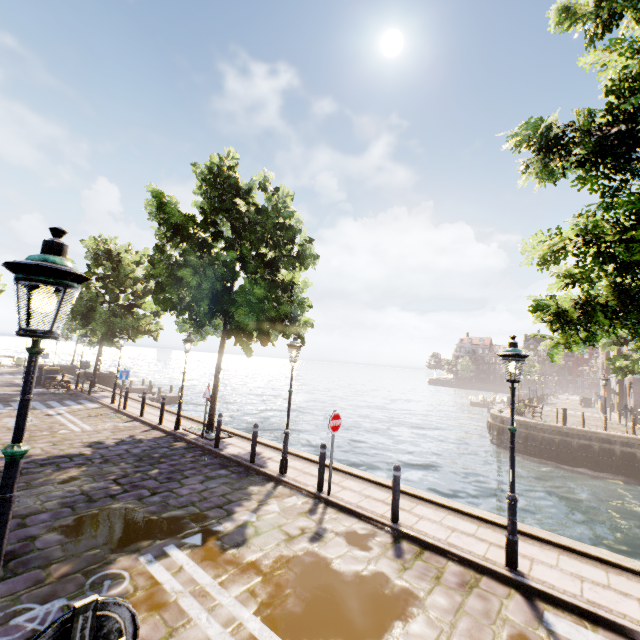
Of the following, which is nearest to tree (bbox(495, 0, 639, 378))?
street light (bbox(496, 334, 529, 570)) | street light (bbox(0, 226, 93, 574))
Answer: street light (bbox(496, 334, 529, 570))

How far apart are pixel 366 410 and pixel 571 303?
35.8 meters

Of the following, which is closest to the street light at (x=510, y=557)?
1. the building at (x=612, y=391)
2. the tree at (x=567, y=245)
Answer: the tree at (x=567, y=245)

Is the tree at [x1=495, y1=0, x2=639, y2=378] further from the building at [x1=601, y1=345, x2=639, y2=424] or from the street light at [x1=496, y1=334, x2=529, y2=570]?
the building at [x1=601, y1=345, x2=639, y2=424]

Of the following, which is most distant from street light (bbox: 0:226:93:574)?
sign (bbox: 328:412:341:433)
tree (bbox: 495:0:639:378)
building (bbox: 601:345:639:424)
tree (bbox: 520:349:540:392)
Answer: tree (bbox: 520:349:540:392)

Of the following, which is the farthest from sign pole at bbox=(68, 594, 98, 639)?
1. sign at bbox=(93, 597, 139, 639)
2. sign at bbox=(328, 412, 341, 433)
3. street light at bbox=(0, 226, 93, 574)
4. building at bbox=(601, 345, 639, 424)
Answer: building at bbox=(601, 345, 639, 424)

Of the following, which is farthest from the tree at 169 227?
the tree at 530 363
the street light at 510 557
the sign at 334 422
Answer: the tree at 530 363

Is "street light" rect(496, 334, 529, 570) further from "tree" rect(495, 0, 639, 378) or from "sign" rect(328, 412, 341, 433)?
"sign" rect(328, 412, 341, 433)
